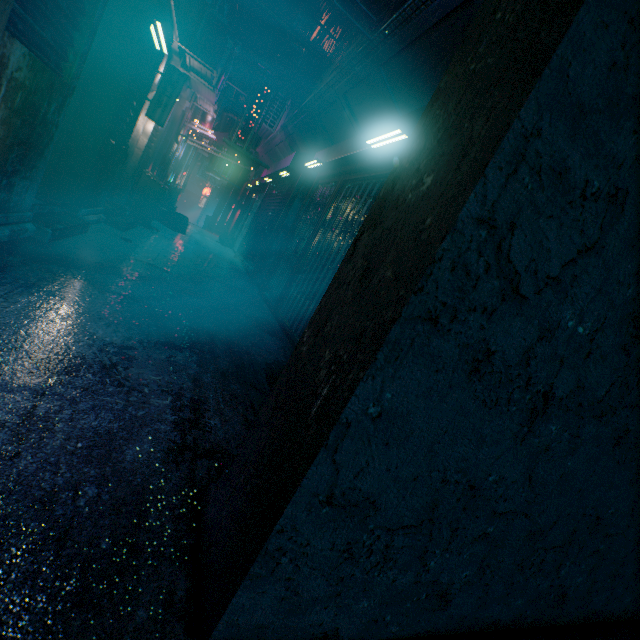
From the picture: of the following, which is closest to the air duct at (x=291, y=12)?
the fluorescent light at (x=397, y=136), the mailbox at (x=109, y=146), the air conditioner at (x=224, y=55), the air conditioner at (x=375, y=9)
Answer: the air conditioner at (x=224, y=55)

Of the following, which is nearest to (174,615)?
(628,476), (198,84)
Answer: (628,476)

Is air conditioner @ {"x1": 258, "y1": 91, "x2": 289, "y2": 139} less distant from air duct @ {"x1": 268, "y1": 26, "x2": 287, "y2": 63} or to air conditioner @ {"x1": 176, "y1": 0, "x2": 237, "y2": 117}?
air conditioner @ {"x1": 176, "y1": 0, "x2": 237, "y2": 117}

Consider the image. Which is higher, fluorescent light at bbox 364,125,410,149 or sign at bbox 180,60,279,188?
fluorescent light at bbox 364,125,410,149

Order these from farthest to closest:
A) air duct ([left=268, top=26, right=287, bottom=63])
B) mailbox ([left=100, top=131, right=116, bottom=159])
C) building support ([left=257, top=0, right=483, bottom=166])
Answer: air duct ([left=268, top=26, right=287, bottom=63]), mailbox ([left=100, top=131, right=116, bottom=159]), building support ([left=257, top=0, right=483, bottom=166])

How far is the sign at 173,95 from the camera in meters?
4.7 m

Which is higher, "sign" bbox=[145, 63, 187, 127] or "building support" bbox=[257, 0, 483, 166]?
"building support" bbox=[257, 0, 483, 166]

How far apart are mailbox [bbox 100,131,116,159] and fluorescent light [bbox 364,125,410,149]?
3.14m
